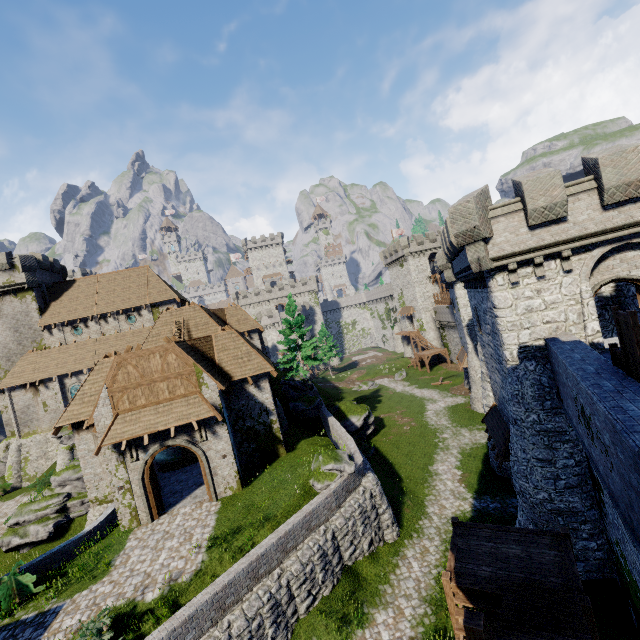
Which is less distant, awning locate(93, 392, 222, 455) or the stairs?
the stairs

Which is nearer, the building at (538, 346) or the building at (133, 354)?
the building at (538, 346)

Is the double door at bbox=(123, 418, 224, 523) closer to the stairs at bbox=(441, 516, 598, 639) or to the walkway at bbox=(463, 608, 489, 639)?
the stairs at bbox=(441, 516, 598, 639)

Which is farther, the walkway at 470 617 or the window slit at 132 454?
the window slit at 132 454

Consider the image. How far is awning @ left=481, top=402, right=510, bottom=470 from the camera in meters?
16.8 m

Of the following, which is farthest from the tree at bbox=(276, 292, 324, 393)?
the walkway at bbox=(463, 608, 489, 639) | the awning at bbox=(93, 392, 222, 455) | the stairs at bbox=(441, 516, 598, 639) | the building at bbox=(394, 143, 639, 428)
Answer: the walkway at bbox=(463, 608, 489, 639)

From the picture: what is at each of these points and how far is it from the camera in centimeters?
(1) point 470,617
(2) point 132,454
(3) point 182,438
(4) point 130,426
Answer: (1) walkway, 597cm
(2) window slit, 1708cm
(3) double door, 1759cm
(4) awning, 1670cm

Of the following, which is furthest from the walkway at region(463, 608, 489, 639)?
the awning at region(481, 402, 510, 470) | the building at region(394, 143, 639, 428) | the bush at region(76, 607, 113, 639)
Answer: the awning at region(481, 402, 510, 470)
